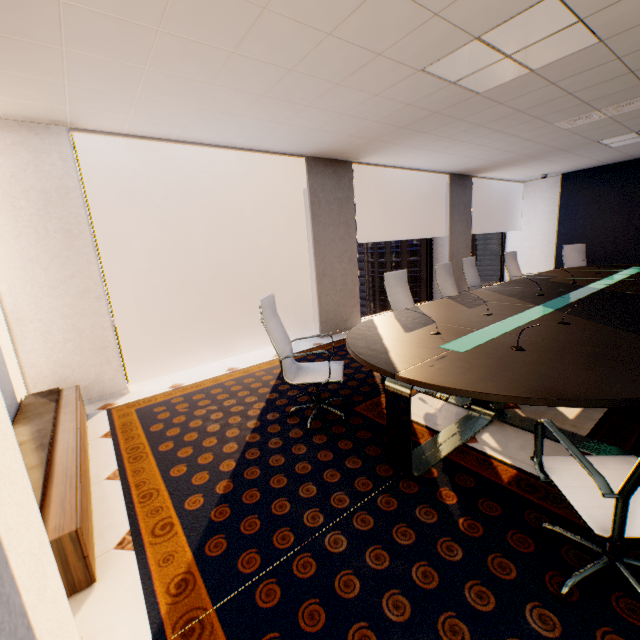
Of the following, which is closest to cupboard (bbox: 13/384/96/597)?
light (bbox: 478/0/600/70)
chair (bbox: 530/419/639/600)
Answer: chair (bbox: 530/419/639/600)

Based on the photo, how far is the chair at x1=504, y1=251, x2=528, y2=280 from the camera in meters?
6.6

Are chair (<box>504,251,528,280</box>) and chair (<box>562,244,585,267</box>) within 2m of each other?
yes

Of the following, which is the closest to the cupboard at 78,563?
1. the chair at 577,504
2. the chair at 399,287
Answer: the chair at 577,504

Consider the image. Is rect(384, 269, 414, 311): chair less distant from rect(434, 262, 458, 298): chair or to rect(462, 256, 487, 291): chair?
rect(434, 262, 458, 298): chair

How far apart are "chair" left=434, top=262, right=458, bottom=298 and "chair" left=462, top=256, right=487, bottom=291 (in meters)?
0.58

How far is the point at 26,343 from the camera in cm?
336

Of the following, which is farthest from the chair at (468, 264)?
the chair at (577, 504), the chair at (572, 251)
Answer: the chair at (577, 504)
